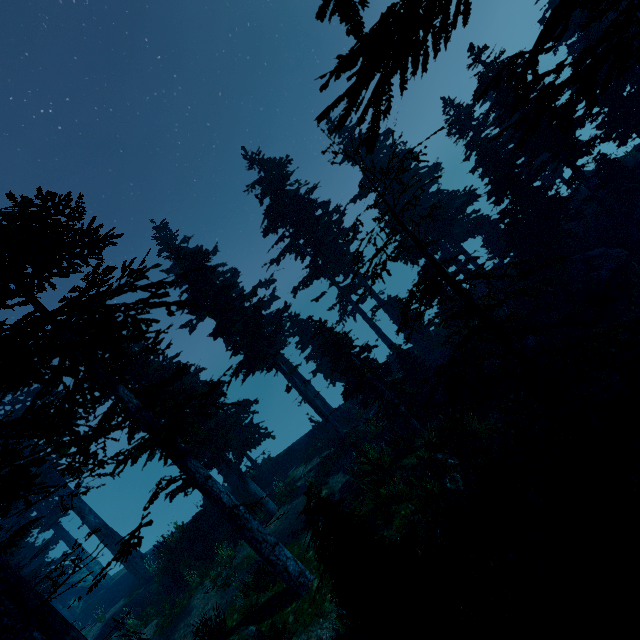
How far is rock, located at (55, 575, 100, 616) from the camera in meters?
28.2

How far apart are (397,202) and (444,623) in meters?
9.6 m

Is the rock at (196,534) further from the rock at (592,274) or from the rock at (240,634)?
the rock at (592,274)

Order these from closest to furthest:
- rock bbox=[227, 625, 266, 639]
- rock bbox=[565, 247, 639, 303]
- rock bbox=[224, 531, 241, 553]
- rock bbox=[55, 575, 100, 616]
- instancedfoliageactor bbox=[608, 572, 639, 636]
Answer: instancedfoliageactor bbox=[608, 572, 639, 636], rock bbox=[227, 625, 266, 639], rock bbox=[565, 247, 639, 303], rock bbox=[224, 531, 241, 553], rock bbox=[55, 575, 100, 616]

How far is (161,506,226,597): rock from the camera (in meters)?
17.67

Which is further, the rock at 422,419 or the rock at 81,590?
the rock at 81,590

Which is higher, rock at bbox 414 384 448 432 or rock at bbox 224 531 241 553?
rock at bbox 224 531 241 553
